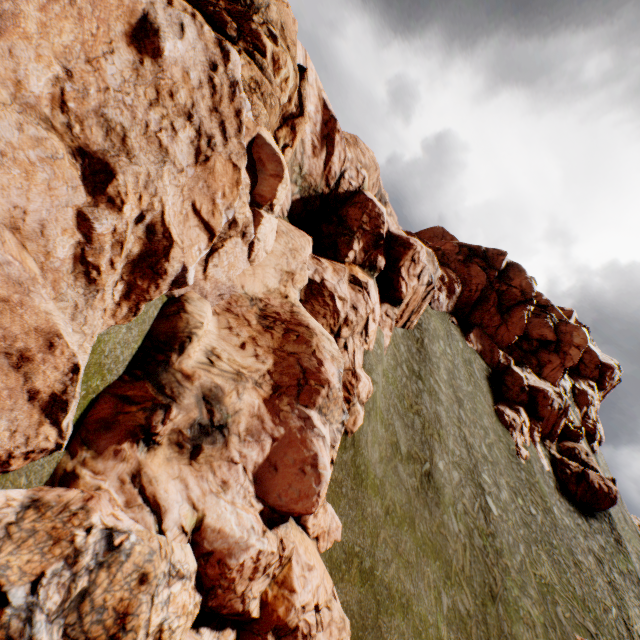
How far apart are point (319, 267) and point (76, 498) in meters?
13.2 m
